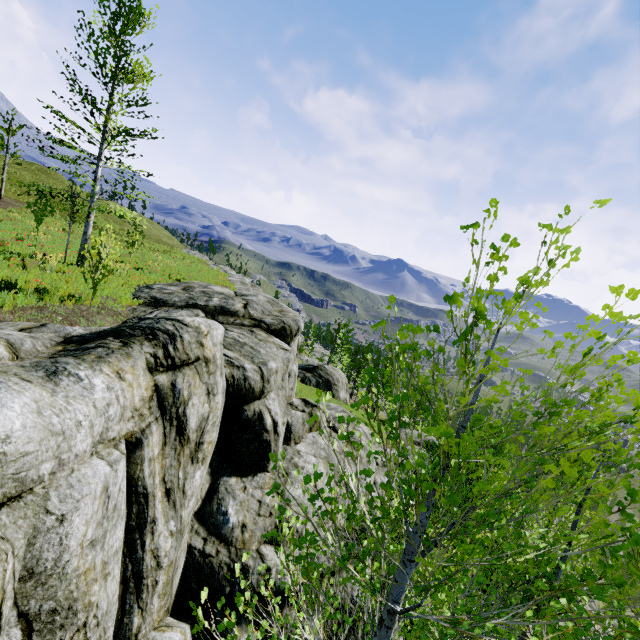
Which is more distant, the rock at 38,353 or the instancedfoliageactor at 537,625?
the rock at 38,353

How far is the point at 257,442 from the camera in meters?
9.3

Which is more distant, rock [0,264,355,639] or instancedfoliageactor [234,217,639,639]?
rock [0,264,355,639]
